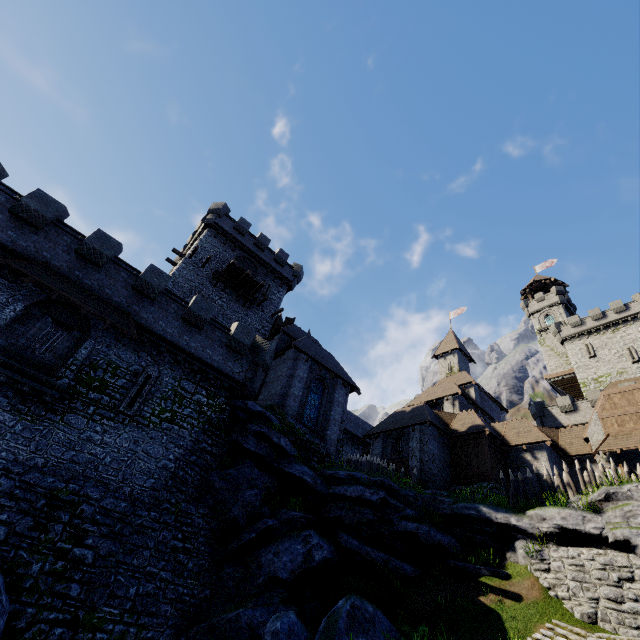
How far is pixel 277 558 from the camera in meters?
13.9

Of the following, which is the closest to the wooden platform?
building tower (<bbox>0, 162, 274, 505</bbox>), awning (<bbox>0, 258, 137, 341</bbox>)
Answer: building tower (<bbox>0, 162, 274, 505</bbox>)

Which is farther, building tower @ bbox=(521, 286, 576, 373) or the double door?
building tower @ bbox=(521, 286, 576, 373)

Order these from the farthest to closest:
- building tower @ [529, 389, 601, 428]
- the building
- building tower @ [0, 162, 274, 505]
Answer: building tower @ [529, 389, 601, 428], the building, building tower @ [0, 162, 274, 505]

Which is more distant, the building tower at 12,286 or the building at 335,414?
the building at 335,414

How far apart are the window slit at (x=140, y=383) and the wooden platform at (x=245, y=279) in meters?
12.3

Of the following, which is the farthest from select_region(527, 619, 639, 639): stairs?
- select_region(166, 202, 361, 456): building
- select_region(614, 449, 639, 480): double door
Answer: select_region(166, 202, 361, 456): building

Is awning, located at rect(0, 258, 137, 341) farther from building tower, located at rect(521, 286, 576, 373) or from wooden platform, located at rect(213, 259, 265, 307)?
building tower, located at rect(521, 286, 576, 373)
